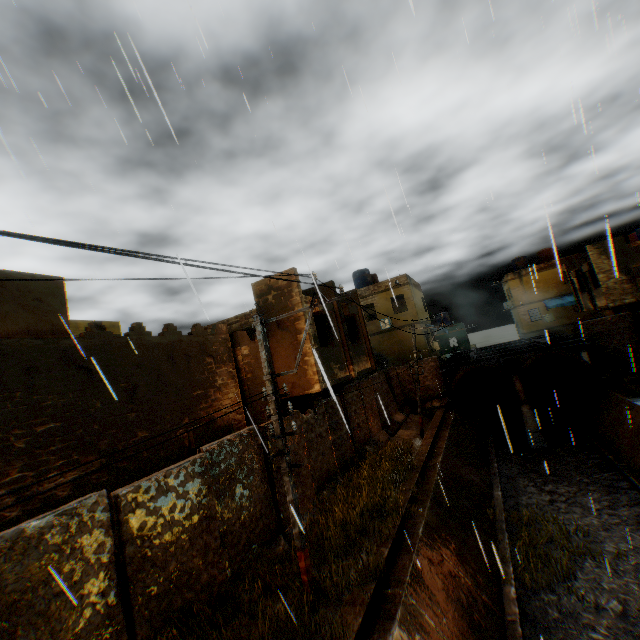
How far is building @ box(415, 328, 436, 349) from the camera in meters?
24.4 m

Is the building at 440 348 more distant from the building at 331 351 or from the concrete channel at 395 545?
the concrete channel at 395 545

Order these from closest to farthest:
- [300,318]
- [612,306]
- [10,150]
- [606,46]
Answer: [10,150] < [606,46] < [300,318] < [612,306]

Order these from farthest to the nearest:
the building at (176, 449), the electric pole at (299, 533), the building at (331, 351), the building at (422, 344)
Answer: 1. the building at (422, 344)
2. the building at (331, 351)
3. the electric pole at (299, 533)
4. the building at (176, 449)

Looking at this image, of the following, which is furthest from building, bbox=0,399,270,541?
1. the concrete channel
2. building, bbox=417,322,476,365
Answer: building, bbox=417,322,476,365

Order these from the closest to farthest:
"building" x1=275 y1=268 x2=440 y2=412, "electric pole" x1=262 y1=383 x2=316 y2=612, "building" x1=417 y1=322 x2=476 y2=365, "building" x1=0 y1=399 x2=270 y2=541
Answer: "building" x1=0 y1=399 x2=270 y2=541 → "electric pole" x1=262 y1=383 x2=316 y2=612 → "building" x1=275 y1=268 x2=440 y2=412 → "building" x1=417 y1=322 x2=476 y2=365

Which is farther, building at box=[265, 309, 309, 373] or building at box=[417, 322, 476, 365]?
building at box=[417, 322, 476, 365]

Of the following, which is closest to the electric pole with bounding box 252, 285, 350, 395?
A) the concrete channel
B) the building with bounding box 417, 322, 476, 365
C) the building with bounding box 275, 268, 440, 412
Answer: the concrete channel
